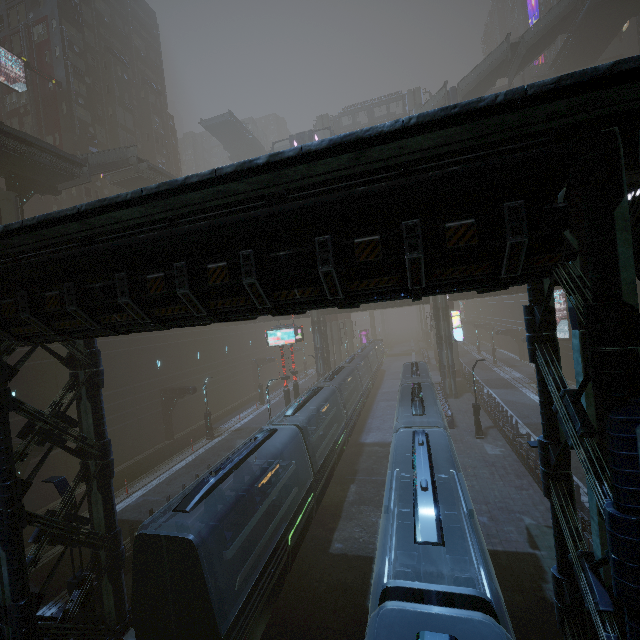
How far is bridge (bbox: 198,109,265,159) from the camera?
48.8 meters

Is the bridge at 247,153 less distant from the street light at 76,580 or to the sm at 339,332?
the sm at 339,332

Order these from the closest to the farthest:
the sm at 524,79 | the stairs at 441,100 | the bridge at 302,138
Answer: the stairs at 441,100, the bridge at 302,138, the sm at 524,79

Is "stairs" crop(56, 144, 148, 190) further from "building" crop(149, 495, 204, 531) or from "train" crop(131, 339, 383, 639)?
"train" crop(131, 339, 383, 639)

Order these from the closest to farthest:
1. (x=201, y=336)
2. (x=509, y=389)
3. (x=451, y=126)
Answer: (x=451, y=126), (x=509, y=389), (x=201, y=336)

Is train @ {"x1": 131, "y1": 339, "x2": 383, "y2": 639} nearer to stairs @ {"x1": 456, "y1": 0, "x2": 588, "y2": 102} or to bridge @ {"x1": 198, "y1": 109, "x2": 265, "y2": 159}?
stairs @ {"x1": 456, "y1": 0, "x2": 588, "y2": 102}

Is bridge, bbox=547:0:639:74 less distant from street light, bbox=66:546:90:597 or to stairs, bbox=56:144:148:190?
stairs, bbox=56:144:148:190

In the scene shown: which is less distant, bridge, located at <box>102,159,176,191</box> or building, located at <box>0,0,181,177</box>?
bridge, located at <box>102,159,176,191</box>
